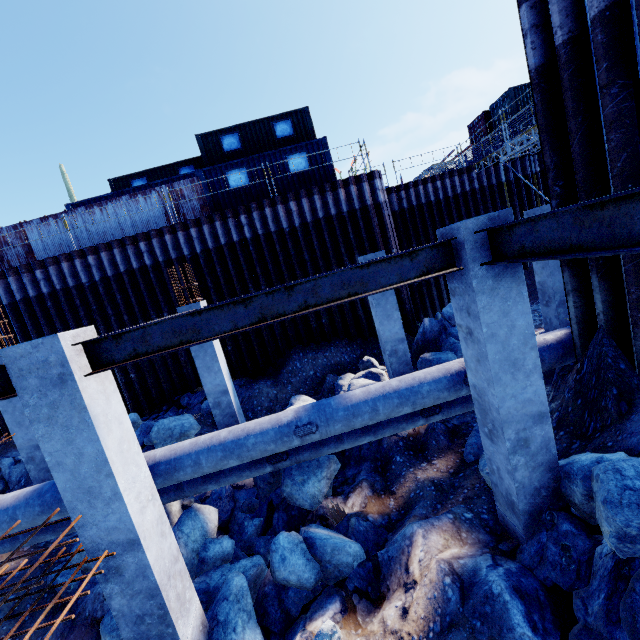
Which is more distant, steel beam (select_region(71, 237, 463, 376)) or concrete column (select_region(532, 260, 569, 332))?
concrete column (select_region(532, 260, 569, 332))

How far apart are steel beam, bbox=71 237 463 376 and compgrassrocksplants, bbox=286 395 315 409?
5.11m

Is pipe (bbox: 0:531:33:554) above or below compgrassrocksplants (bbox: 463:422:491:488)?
above

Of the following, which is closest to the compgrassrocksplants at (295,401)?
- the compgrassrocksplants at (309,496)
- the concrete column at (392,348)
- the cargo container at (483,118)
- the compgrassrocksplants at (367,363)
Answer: the compgrassrocksplants at (367,363)

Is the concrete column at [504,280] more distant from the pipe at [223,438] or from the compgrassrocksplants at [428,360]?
the compgrassrocksplants at [428,360]

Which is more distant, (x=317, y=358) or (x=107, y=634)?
(x=317, y=358)

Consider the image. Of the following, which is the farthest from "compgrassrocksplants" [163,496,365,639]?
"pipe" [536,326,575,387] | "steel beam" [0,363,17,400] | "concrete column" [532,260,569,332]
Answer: "concrete column" [532,260,569,332]

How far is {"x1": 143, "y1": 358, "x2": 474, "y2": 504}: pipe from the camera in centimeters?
568cm
